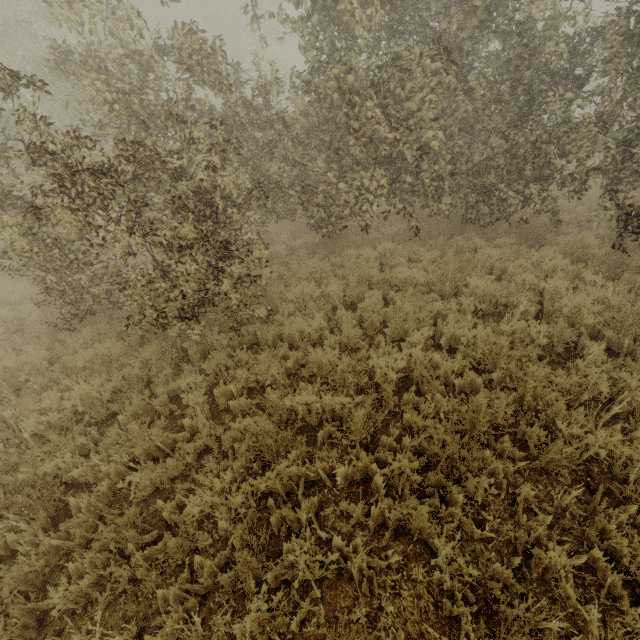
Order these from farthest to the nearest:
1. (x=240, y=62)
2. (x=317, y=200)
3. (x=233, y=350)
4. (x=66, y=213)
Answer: (x=240, y=62) < (x=317, y=200) < (x=233, y=350) < (x=66, y=213)
